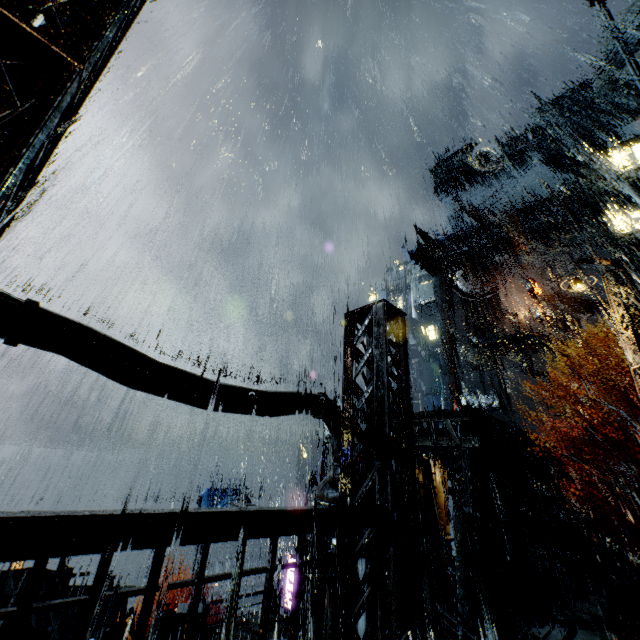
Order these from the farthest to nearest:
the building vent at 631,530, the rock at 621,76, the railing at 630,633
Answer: the rock at 621,76 < the building vent at 631,530 < the railing at 630,633

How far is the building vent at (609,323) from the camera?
33.4 meters

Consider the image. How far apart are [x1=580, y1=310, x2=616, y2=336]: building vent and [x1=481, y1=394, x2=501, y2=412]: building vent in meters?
11.1

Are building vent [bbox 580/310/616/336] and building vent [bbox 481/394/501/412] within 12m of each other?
yes

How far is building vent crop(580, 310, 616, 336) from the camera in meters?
33.4 m

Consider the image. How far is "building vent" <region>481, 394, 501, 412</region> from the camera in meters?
38.2

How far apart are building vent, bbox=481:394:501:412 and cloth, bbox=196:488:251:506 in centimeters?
2894cm

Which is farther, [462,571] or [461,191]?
[461,191]
